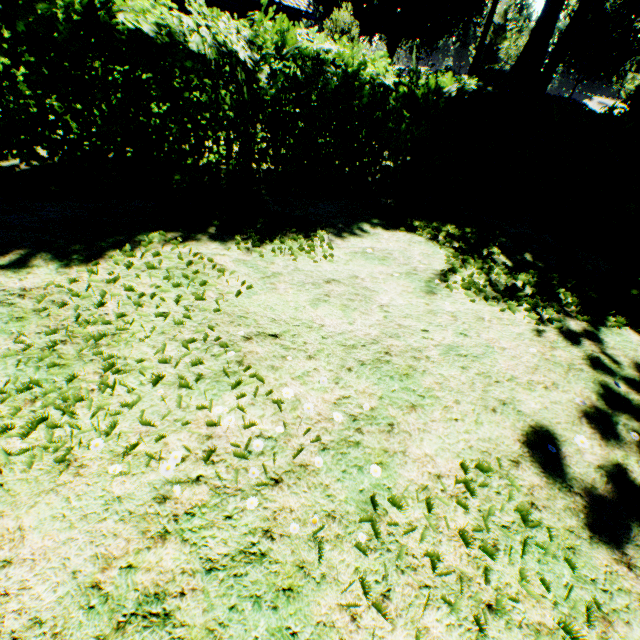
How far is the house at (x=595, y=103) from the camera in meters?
43.5

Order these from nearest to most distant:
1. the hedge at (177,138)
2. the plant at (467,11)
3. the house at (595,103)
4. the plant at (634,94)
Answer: the hedge at (177,138), the plant at (634,94), the plant at (467,11), the house at (595,103)

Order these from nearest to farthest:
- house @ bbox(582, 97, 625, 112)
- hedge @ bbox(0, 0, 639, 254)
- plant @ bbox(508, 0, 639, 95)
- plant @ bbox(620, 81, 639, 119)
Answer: hedge @ bbox(0, 0, 639, 254) < plant @ bbox(620, 81, 639, 119) < plant @ bbox(508, 0, 639, 95) < house @ bbox(582, 97, 625, 112)

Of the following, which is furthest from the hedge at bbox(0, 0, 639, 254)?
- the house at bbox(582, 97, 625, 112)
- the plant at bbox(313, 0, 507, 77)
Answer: the house at bbox(582, 97, 625, 112)

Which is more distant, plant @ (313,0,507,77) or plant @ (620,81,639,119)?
plant @ (313,0,507,77)

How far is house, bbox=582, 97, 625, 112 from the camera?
43.55m

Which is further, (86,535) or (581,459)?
(581,459)

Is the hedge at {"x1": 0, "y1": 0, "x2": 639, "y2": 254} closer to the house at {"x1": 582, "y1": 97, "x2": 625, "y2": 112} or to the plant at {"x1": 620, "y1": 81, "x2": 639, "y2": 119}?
the plant at {"x1": 620, "y1": 81, "x2": 639, "y2": 119}
